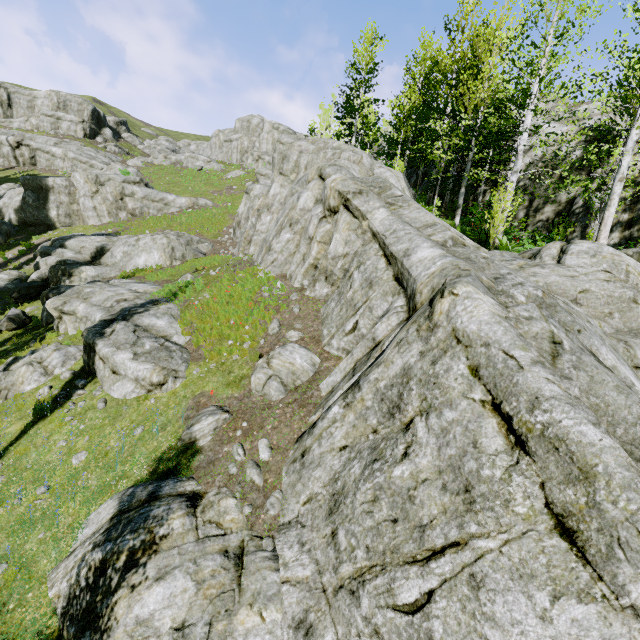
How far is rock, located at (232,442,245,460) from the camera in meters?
7.0

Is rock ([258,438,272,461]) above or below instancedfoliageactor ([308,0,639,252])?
below

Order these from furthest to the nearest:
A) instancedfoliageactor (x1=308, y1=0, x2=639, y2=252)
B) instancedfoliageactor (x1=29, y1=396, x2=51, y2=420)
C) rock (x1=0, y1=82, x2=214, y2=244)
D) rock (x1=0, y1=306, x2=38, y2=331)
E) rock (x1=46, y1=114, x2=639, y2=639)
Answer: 1. rock (x1=0, y1=82, x2=214, y2=244)
2. rock (x1=0, y1=306, x2=38, y2=331)
3. instancedfoliageactor (x1=308, y1=0, x2=639, y2=252)
4. instancedfoliageactor (x1=29, y1=396, x2=51, y2=420)
5. rock (x1=46, y1=114, x2=639, y2=639)

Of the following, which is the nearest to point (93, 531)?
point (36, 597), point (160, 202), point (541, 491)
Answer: point (36, 597)

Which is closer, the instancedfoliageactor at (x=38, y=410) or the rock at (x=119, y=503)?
the rock at (x=119, y=503)

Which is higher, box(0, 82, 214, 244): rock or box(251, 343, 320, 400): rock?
box(0, 82, 214, 244): rock

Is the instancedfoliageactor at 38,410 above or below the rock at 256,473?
below
